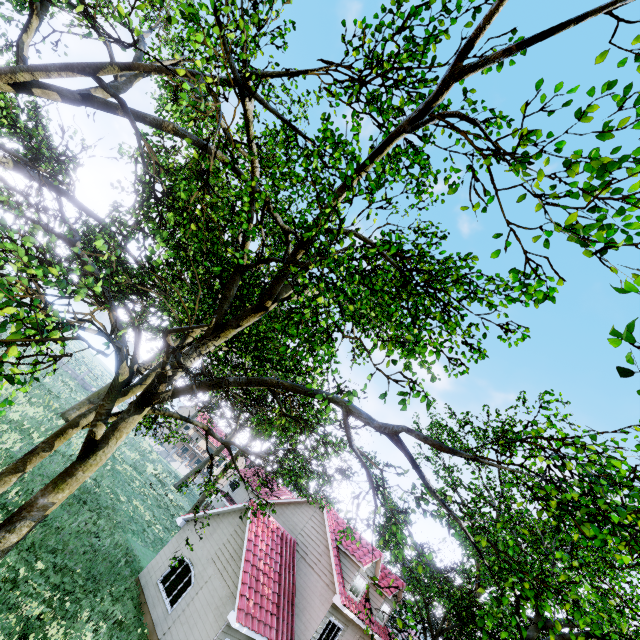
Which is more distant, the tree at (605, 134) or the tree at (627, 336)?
the tree at (605, 134)

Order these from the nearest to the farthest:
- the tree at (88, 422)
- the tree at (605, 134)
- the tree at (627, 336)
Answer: the tree at (627, 336) < the tree at (605, 134) < the tree at (88, 422)

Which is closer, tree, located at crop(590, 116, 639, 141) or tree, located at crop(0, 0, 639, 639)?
tree, located at crop(590, 116, 639, 141)

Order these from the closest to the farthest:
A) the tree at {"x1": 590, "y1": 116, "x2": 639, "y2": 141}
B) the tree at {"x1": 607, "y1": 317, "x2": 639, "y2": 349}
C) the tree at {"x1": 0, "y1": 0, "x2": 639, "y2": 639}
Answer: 1. the tree at {"x1": 607, "y1": 317, "x2": 639, "y2": 349}
2. the tree at {"x1": 590, "y1": 116, "x2": 639, "y2": 141}
3. the tree at {"x1": 0, "y1": 0, "x2": 639, "y2": 639}

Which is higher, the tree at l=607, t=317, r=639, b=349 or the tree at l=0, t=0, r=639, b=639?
the tree at l=607, t=317, r=639, b=349

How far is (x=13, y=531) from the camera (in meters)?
6.64
